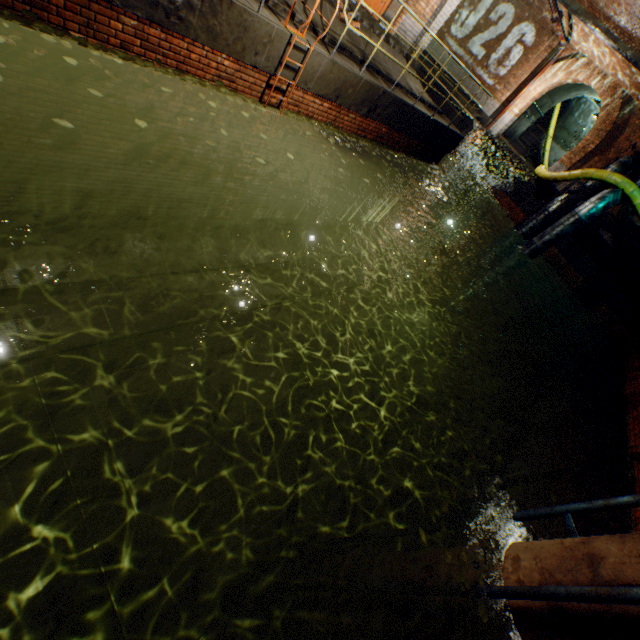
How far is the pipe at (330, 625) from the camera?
5.0m

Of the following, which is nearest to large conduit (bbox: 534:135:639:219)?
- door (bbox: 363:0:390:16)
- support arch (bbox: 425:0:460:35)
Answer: support arch (bbox: 425:0:460:35)

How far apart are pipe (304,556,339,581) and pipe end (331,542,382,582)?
0.1m

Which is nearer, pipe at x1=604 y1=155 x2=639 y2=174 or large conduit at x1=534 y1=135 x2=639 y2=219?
large conduit at x1=534 y1=135 x2=639 y2=219

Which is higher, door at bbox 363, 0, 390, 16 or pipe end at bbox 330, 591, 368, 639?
Result: door at bbox 363, 0, 390, 16

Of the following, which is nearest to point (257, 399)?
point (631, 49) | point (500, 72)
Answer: point (631, 49)
